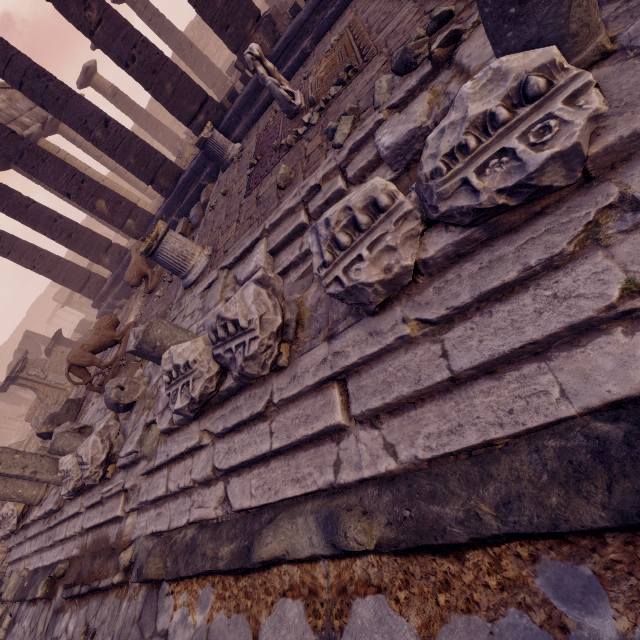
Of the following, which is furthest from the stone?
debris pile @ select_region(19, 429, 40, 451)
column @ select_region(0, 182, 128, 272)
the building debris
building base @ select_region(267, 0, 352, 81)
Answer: debris pile @ select_region(19, 429, 40, 451)

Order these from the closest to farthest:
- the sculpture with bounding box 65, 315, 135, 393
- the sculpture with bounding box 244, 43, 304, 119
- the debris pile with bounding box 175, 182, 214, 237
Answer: the sculpture with bounding box 244, 43, 304, 119
the sculpture with bounding box 65, 315, 135, 393
the debris pile with bounding box 175, 182, 214, 237

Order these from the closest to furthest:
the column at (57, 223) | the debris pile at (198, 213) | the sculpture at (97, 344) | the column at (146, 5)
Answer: the sculpture at (97, 344)
the debris pile at (198, 213)
the column at (57, 223)
the column at (146, 5)

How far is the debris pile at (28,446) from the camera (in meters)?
12.78

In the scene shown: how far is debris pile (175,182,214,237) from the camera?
9.1 meters

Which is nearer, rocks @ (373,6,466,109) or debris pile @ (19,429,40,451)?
rocks @ (373,6,466,109)

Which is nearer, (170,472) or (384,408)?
(384,408)

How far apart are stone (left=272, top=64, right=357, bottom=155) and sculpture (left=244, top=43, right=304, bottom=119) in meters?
0.5 m
